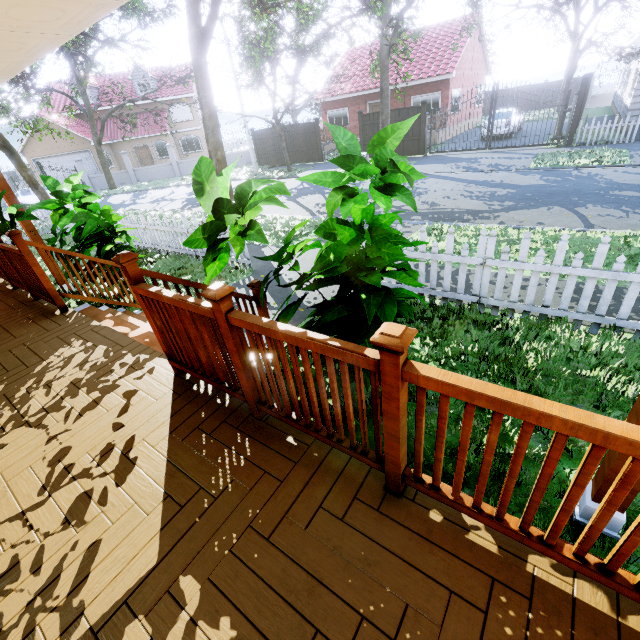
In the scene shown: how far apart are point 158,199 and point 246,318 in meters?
20.8

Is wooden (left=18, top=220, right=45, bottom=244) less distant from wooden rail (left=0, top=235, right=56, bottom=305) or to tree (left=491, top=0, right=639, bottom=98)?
wooden rail (left=0, top=235, right=56, bottom=305)

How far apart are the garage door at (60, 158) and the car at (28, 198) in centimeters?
767cm

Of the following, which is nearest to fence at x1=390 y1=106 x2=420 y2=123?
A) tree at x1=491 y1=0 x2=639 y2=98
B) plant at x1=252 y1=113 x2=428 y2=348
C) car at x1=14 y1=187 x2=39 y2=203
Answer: tree at x1=491 y1=0 x2=639 y2=98

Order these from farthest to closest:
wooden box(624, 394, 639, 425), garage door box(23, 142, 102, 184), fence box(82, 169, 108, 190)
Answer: Answer: garage door box(23, 142, 102, 184) → fence box(82, 169, 108, 190) → wooden box(624, 394, 639, 425)

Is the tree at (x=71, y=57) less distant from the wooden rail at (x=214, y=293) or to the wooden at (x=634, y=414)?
the wooden at (x=634, y=414)

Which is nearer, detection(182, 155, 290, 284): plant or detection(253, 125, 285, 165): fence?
detection(182, 155, 290, 284): plant

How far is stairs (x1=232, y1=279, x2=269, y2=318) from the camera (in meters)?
3.43
